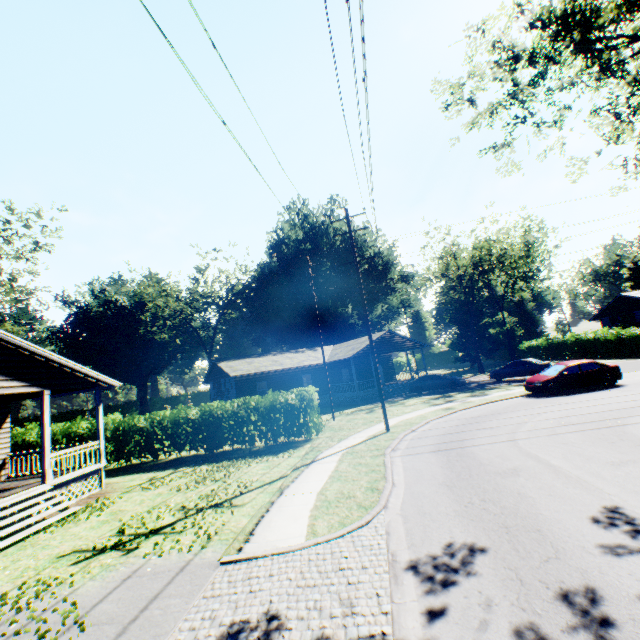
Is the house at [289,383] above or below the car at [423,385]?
above

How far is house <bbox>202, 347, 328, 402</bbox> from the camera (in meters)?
30.20

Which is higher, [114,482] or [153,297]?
[153,297]

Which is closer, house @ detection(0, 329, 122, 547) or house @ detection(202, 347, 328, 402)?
house @ detection(0, 329, 122, 547)

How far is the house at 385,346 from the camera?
32.6m

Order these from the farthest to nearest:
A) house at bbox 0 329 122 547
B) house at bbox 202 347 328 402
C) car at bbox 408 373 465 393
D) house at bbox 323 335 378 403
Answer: house at bbox 323 335 378 403, house at bbox 202 347 328 402, car at bbox 408 373 465 393, house at bbox 0 329 122 547

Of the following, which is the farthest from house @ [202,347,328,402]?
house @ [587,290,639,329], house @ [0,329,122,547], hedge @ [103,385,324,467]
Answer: house @ [587,290,639,329]

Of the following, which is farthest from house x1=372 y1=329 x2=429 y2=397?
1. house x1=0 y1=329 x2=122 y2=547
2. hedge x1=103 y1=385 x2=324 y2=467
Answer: house x1=0 y1=329 x2=122 y2=547
